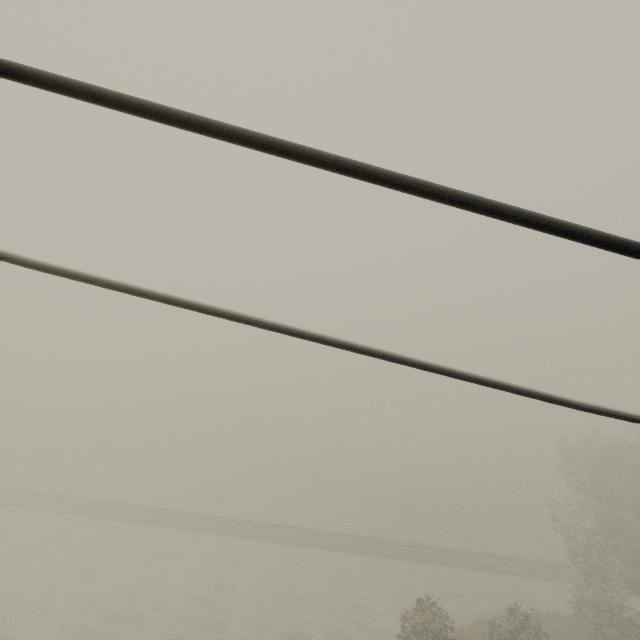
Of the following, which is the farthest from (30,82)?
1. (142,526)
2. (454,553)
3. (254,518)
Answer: (254,518)
